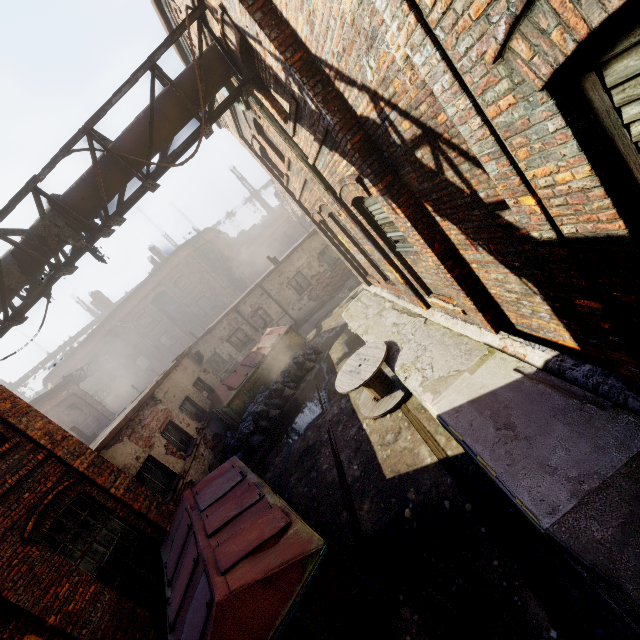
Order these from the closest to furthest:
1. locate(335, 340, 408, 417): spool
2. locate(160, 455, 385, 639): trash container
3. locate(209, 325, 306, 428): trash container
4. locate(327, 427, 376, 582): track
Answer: locate(160, 455, 385, 639): trash container
locate(327, 427, 376, 582): track
locate(335, 340, 408, 417): spool
locate(209, 325, 306, 428): trash container

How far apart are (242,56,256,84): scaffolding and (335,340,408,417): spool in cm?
554

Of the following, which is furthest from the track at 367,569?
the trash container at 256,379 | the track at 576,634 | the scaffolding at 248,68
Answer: the scaffolding at 248,68

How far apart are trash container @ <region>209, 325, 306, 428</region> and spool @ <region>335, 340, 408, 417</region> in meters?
5.7 m

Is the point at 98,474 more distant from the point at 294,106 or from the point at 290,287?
the point at 290,287

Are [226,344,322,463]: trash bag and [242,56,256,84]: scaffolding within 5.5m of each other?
no

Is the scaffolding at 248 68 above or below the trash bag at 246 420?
above

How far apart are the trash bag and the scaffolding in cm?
883
